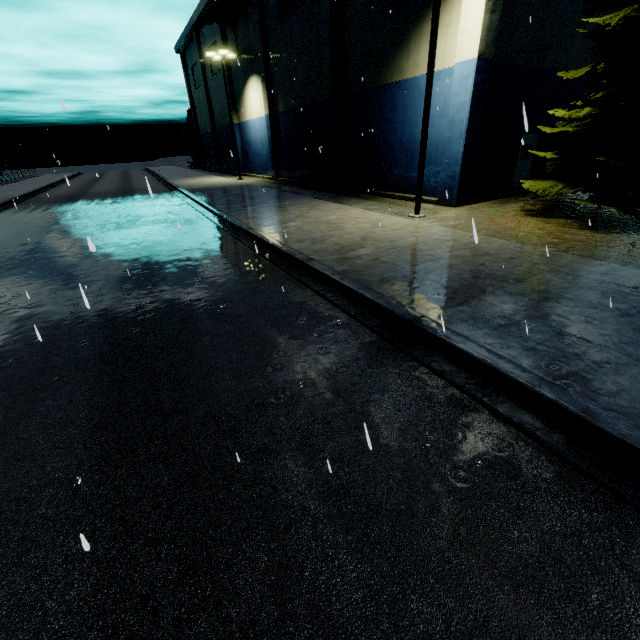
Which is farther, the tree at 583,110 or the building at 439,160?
the building at 439,160

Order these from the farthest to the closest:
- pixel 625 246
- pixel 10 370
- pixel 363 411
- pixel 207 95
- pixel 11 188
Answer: pixel 207 95, pixel 11 188, pixel 625 246, pixel 10 370, pixel 363 411

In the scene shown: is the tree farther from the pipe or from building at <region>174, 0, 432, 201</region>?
building at <region>174, 0, 432, 201</region>

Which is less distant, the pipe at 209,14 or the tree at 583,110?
the tree at 583,110

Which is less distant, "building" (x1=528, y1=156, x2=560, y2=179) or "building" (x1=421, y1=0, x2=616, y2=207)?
"building" (x1=421, y1=0, x2=616, y2=207)

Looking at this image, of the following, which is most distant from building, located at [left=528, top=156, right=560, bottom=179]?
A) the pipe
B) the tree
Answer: the tree

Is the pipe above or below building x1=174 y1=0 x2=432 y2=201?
above
